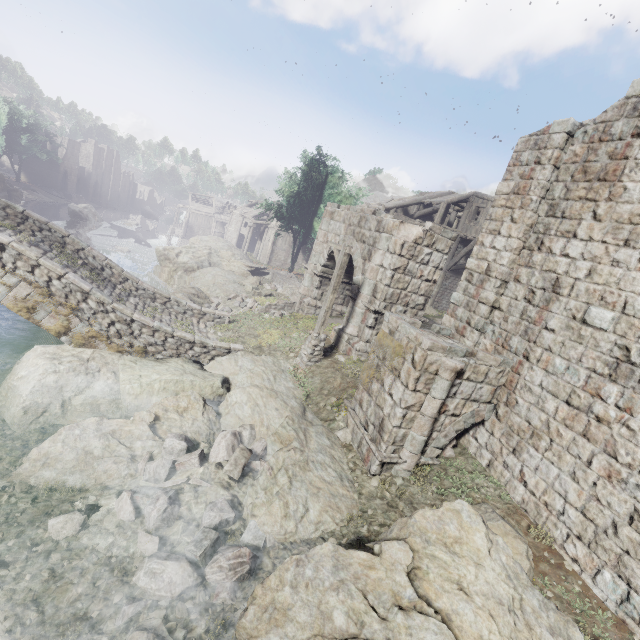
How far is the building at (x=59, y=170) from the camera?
58.7 meters

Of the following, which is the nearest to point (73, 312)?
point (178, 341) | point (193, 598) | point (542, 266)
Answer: point (178, 341)

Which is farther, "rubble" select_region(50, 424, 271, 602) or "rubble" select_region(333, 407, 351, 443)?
"rubble" select_region(333, 407, 351, 443)

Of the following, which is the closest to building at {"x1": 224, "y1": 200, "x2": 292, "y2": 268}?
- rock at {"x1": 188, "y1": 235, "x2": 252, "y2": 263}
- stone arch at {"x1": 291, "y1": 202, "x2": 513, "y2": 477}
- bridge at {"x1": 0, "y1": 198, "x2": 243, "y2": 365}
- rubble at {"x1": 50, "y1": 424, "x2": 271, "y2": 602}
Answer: rock at {"x1": 188, "y1": 235, "x2": 252, "y2": 263}

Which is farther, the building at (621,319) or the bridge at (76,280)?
the bridge at (76,280)

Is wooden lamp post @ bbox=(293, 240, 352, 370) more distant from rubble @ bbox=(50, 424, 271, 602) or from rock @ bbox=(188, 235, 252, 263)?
rock @ bbox=(188, 235, 252, 263)

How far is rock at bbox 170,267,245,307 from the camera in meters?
18.5

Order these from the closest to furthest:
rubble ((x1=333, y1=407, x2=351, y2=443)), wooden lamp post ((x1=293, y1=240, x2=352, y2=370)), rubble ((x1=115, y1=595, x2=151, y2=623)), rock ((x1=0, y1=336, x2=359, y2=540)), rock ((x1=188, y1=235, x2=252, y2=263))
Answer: rubble ((x1=115, y1=595, x2=151, y2=623))
rock ((x1=0, y1=336, x2=359, y2=540))
rubble ((x1=333, y1=407, x2=351, y2=443))
wooden lamp post ((x1=293, y1=240, x2=352, y2=370))
rock ((x1=188, y1=235, x2=252, y2=263))
